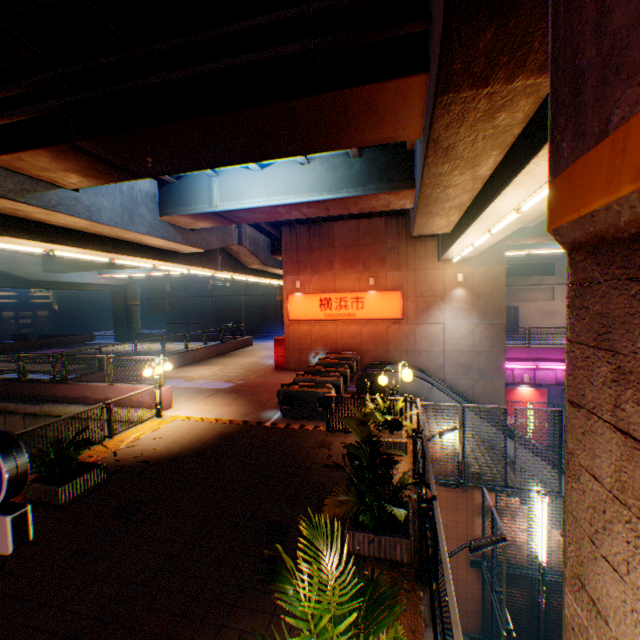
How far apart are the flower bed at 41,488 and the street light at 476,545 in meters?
7.1 m

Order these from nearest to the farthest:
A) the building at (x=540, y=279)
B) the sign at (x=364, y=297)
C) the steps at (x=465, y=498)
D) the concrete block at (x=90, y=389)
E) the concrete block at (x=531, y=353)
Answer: the steps at (x=465, y=498)
the concrete block at (x=90, y=389)
the sign at (x=364, y=297)
the concrete block at (x=531, y=353)
the building at (x=540, y=279)

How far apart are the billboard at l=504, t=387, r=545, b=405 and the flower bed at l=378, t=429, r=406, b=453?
14.6 meters

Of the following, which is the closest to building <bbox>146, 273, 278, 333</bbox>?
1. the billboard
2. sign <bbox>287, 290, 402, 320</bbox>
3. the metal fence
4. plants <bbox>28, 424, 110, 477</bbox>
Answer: the metal fence

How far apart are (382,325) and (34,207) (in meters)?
15.17

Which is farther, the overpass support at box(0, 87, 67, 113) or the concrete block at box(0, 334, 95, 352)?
the concrete block at box(0, 334, 95, 352)

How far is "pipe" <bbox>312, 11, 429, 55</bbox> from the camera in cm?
468

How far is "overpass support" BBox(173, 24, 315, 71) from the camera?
5.5m
